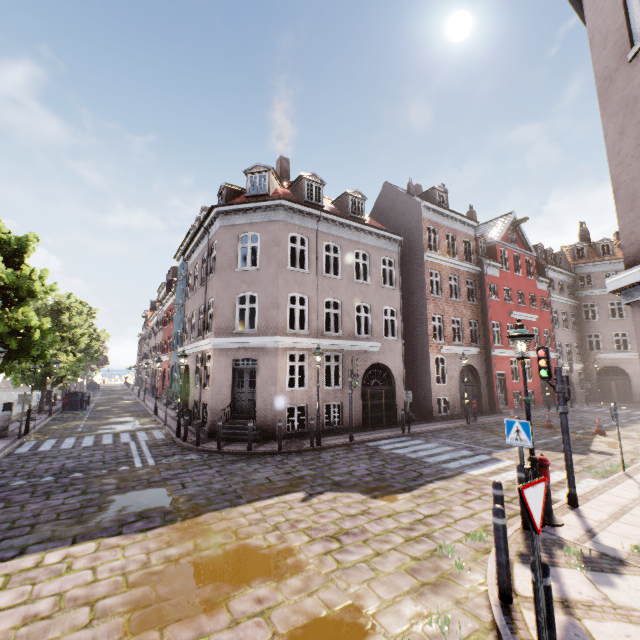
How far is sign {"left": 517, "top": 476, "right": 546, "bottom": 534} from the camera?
3.0m

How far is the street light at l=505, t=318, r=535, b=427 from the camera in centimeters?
646cm

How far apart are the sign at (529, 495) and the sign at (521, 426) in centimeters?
361cm

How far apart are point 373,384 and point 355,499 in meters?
16.4

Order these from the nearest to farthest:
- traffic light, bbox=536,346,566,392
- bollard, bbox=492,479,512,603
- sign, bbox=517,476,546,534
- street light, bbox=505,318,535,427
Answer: sign, bbox=517,476,546,534 → bollard, bbox=492,479,512,603 → street light, bbox=505,318,535,427 → traffic light, bbox=536,346,566,392

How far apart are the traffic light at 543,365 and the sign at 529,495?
5.17m

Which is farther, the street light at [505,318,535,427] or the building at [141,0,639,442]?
the street light at [505,318,535,427]

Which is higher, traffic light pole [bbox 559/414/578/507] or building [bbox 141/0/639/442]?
building [bbox 141/0/639/442]
